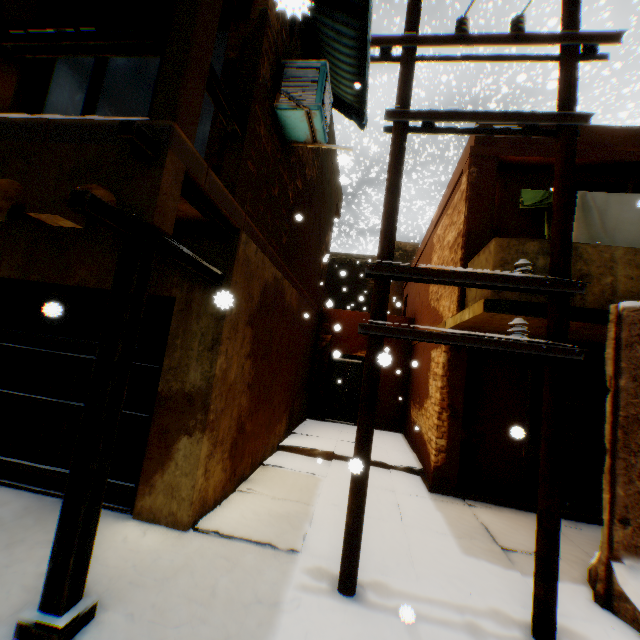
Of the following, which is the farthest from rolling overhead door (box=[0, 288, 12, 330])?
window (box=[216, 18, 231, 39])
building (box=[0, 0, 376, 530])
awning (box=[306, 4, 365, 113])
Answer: window (box=[216, 18, 231, 39])

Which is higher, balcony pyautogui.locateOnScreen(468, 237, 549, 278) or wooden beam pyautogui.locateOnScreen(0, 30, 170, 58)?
wooden beam pyautogui.locateOnScreen(0, 30, 170, 58)

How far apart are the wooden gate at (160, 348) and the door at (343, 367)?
7.9 meters

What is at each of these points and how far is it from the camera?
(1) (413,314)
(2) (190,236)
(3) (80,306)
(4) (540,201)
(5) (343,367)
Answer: (1) building, 12.1m
(2) building, 4.4m
(3) rolling overhead door, 4.8m
(4) clothes, 5.6m
(5) door, 11.8m

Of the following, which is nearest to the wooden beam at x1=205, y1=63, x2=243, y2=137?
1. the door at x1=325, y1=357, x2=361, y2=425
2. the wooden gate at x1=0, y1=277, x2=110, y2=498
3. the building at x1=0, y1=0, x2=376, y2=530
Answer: the building at x1=0, y1=0, x2=376, y2=530

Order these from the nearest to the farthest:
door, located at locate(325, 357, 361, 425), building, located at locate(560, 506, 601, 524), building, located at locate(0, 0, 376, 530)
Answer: building, located at locate(0, 0, 376, 530) < building, located at locate(560, 506, 601, 524) < door, located at locate(325, 357, 361, 425)

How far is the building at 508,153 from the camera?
6.1 meters

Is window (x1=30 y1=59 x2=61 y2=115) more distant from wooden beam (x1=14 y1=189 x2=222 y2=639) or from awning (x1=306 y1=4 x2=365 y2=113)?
awning (x1=306 y1=4 x2=365 y2=113)
